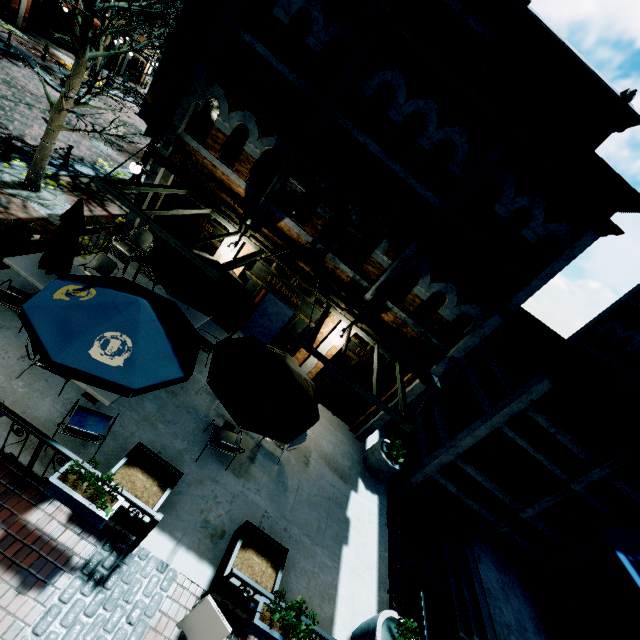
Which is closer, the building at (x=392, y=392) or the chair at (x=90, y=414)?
the chair at (x=90, y=414)

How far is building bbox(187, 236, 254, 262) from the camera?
9.5m

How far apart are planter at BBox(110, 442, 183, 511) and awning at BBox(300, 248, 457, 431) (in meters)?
3.22

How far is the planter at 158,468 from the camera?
5.2m

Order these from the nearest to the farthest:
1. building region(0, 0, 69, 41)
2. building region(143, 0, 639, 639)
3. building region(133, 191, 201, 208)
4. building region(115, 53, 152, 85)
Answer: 1. building region(143, 0, 639, 639)
2. building region(133, 191, 201, 208)
3. building region(0, 0, 69, 41)
4. building region(115, 53, 152, 85)

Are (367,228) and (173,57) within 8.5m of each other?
yes

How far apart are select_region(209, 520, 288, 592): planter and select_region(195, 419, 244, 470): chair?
1.4m

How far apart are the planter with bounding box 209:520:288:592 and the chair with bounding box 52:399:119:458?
2.98m
